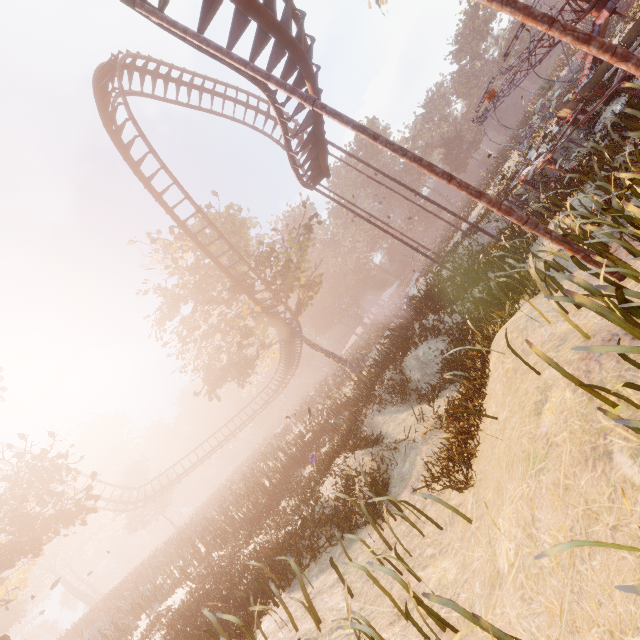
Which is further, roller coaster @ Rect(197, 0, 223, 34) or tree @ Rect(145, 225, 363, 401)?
tree @ Rect(145, 225, 363, 401)

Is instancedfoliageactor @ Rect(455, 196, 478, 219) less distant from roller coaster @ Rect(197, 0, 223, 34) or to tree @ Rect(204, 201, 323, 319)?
tree @ Rect(204, 201, 323, 319)

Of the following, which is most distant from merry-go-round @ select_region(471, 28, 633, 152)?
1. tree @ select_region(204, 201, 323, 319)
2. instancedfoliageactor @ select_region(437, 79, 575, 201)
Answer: tree @ select_region(204, 201, 323, 319)

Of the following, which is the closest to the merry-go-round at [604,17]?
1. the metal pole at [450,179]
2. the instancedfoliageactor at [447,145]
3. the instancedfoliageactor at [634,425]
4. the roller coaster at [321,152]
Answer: the roller coaster at [321,152]

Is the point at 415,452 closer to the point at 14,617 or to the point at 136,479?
the point at 136,479

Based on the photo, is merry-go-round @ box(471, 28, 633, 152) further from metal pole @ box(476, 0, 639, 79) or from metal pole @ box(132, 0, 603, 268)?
metal pole @ box(132, 0, 603, 268)

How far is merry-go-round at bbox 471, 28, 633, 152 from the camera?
9.97m

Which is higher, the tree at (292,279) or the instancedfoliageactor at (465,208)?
the tree at (292,279)
